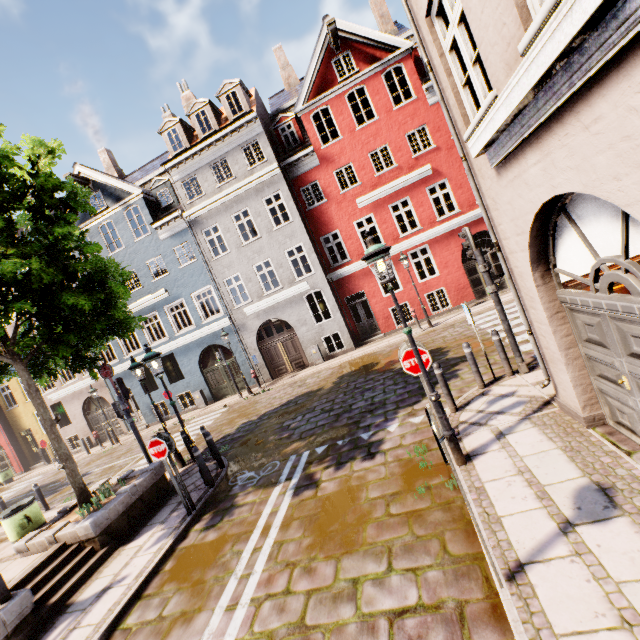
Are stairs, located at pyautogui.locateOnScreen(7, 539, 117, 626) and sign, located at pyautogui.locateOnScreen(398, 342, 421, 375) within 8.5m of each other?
yes

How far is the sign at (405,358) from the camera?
5.60m

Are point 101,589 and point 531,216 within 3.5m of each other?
no

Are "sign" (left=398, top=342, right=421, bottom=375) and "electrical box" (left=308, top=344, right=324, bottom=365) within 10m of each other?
no

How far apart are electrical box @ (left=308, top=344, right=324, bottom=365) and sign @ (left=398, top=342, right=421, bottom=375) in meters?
12.0

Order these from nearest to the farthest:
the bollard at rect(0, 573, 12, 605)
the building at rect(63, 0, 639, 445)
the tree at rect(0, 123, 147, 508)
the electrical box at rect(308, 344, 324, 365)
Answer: the building at rect(63, 0, 639, 445) → the bollard at rect(0, 573, 12, 605) → the tree at rect(0, 123, 147, 508) → the electrical box at rect(308, 344, 324, 365)

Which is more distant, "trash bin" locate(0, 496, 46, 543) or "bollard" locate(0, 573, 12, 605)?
"trash bin" locate(0, 496, 46, 543)

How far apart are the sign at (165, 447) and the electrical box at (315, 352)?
11.0 meters
